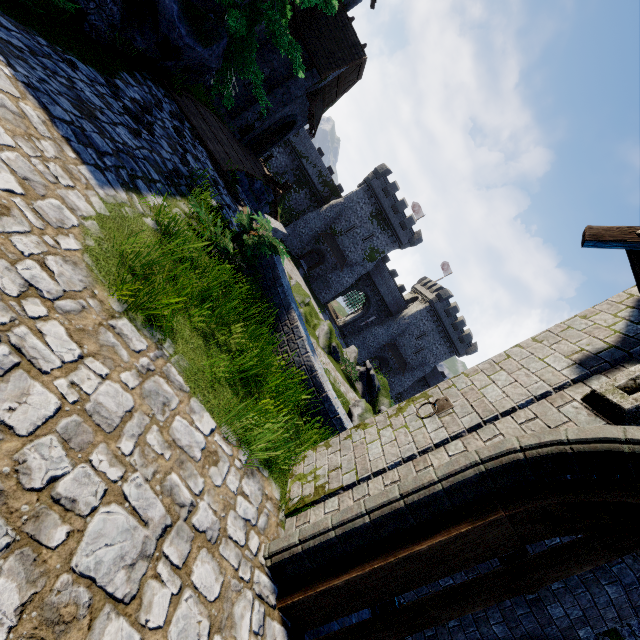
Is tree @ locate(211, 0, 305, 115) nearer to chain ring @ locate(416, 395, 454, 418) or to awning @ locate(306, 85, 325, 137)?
awning @ locate(306, 85, 325, 137)

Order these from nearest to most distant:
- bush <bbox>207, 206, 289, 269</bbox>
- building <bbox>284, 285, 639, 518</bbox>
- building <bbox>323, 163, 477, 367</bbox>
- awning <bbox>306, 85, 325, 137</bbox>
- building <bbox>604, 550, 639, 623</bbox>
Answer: building <bbox>284, 285, 639, 518</bbox> < building <bbox>604, 550, 639, 623</bbox> < bush <bbox>207, 206, 289, 269</bbox> < awning <bbox>306, 85, 325, 137</bbox> < building <bbox>323, 163, 477, 367</bbox>

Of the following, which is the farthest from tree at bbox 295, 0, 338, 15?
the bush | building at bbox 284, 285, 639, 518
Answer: building at bbox 284, 285, 639, 518

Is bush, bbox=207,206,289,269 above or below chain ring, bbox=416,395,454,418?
below

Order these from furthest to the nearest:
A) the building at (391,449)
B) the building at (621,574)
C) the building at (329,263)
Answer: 1. the building at (329,263)
2. the building at (621,574)
3. the building at (391,449)

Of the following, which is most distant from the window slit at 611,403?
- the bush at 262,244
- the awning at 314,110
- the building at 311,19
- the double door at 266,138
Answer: the double door at 266,138

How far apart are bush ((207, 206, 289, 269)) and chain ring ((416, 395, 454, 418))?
3.97m

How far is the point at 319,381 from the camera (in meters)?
5.91
